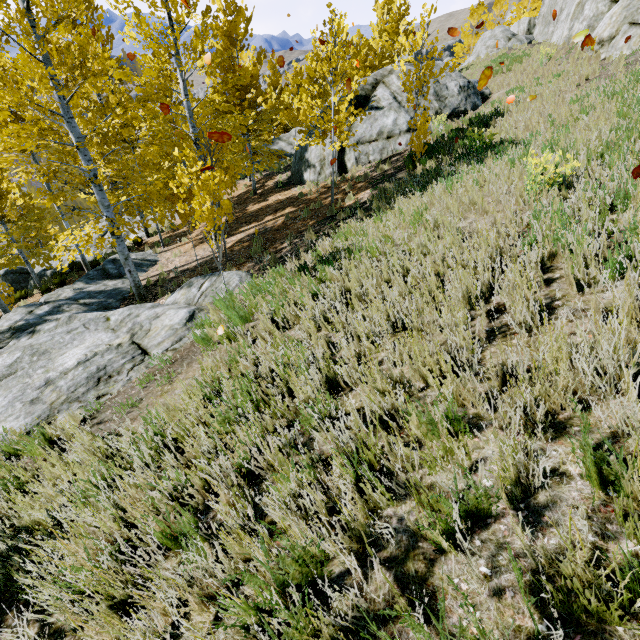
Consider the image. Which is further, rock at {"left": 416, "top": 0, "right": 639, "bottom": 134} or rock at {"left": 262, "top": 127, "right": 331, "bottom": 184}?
rock at {"left": 262, "top": 127, "right": 331, "bottom": 184}

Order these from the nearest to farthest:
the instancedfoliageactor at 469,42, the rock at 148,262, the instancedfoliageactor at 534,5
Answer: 1. the rock at 148,262
2. the instancedfoliageactor at 469,42
3. the instancedfoliageactor at 534,5

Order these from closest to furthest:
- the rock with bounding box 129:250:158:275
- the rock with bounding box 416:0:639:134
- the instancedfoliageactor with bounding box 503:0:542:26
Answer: the rock with bounding box 416:0:639:134
the rock with bounding box 129:250:158:275
the instancedfoliageactor with bounding box 503:0:542:26

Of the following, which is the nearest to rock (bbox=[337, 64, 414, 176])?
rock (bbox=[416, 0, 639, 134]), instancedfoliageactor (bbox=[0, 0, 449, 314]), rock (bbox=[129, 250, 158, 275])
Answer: instancedfoliageactor (bbox=[0, 0, 449, 314])

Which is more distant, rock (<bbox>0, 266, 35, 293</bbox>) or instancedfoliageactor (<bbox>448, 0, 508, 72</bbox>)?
instancedfoliageactor (<bbox>448, 0, 508, 72</bbox>)

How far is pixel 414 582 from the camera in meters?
1.6 m

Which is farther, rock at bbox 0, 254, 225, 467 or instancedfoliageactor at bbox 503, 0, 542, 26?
instancedfoliageactor at bbox 503, 0, 542, 26

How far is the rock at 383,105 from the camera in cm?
1500
